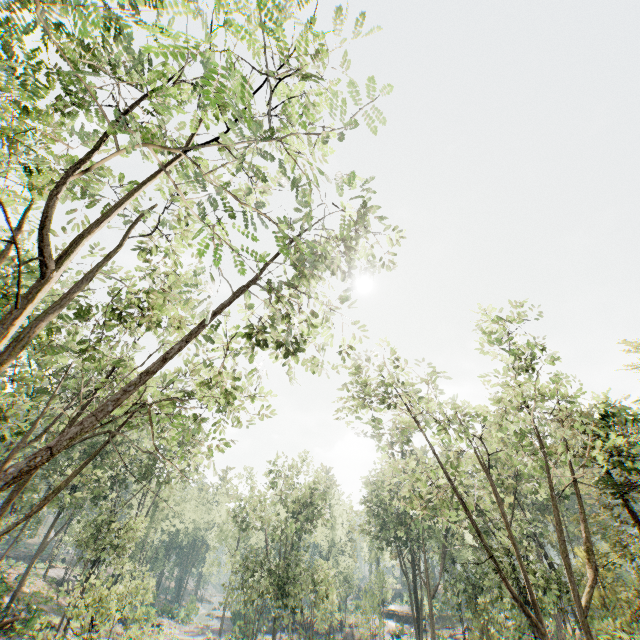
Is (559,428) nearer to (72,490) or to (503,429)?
(503,429)

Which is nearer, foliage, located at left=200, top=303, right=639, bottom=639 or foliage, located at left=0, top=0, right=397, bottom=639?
foliage, located at left=0, top=0, right=397, bottom=639

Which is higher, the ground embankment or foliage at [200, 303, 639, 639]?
foliage at [200, 303, 639, 639]

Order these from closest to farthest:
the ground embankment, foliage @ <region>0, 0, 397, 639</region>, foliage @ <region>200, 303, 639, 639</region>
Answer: foliage @ <region>0, 0, 397, 639</region> < foliage @ <region>200, 303, 639, 639</region> < the ground embankment

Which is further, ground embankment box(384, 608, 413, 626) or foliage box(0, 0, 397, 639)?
ground embankment box(384, 608, 413, 626)

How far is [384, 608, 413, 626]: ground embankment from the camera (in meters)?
52.00

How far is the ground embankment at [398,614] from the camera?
52.0 meters

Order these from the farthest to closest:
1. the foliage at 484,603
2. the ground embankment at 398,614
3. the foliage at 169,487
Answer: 1. the ground embankment at 398,614
2. the foliage at 484,603
3. the foliage at 169,487
